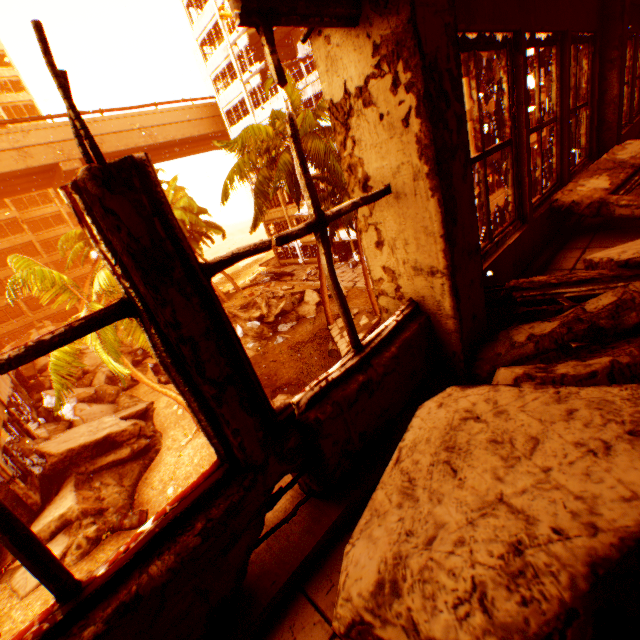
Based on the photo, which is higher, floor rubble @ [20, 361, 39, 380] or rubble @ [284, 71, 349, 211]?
rubble @ [284, 71, 349, 211]

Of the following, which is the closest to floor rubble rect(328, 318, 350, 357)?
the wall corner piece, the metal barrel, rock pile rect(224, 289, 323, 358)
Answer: rock pile rect(224, 289, 323, 358)

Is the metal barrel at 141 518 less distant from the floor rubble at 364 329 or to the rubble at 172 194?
the rubble at 172 194

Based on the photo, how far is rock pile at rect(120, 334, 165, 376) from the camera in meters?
19.6 m

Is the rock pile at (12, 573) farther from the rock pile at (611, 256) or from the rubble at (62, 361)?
the rock pile at (611, 256)

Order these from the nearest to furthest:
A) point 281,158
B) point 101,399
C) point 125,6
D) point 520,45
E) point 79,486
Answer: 1. point 520,45
2. point 79,486
3. point 281,158
4. point 101,399
5. point 125,6

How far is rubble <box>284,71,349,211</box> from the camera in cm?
1278
